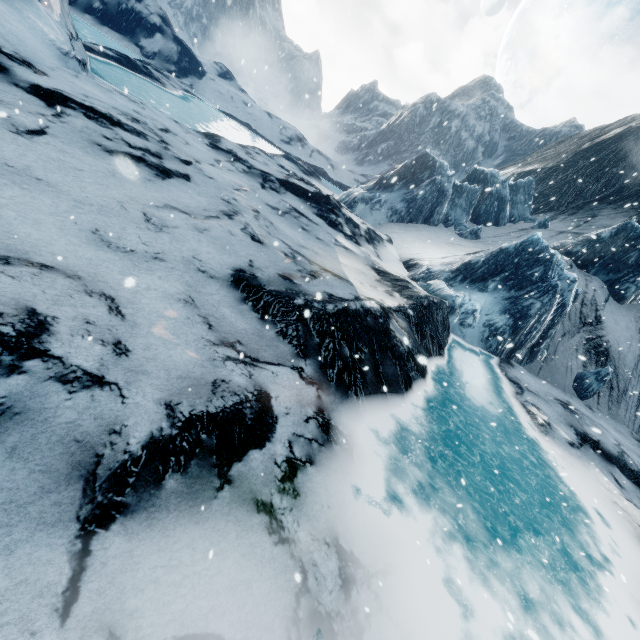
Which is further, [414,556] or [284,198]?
[284,198]
